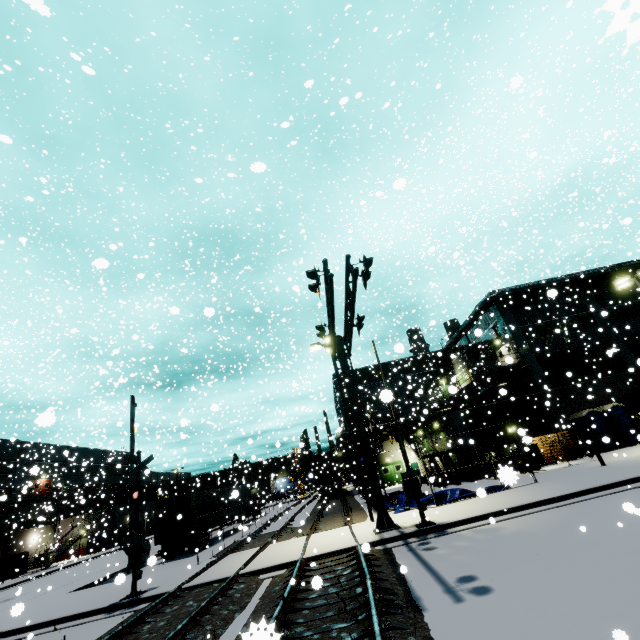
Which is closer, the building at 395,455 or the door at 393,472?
the door at 393,472

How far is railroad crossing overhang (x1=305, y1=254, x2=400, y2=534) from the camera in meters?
10.5 m

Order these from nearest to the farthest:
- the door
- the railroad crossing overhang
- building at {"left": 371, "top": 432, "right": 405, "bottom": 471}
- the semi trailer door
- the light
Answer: the railroad crossing overhang < the light < the semi trailer door < the door < building at {"left": 371, "top": 432, "right": 405, "bottom": 471}

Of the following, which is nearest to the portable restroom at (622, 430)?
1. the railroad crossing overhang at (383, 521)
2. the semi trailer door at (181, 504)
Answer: the railroad crossing overhang at (383, 521)

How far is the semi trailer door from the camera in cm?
2270

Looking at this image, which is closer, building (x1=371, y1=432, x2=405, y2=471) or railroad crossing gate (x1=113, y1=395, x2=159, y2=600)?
railroad crossing gate (x1=113, y1=395, x2=159, y2=600)

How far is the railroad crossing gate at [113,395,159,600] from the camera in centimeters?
1220cm

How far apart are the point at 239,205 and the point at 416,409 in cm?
3831
